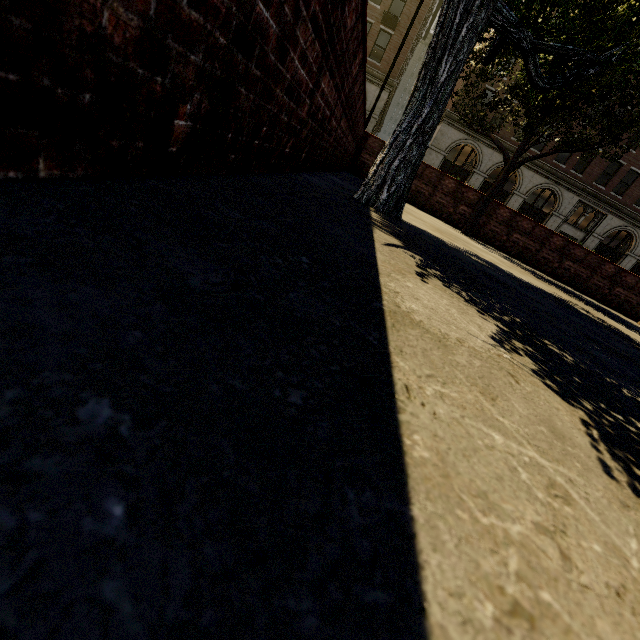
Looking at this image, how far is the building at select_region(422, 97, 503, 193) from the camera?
26.39m

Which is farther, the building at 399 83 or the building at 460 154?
the building at 460 154

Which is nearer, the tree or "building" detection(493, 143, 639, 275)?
the tree

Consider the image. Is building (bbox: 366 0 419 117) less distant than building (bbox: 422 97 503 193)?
Yes

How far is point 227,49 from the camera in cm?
95
